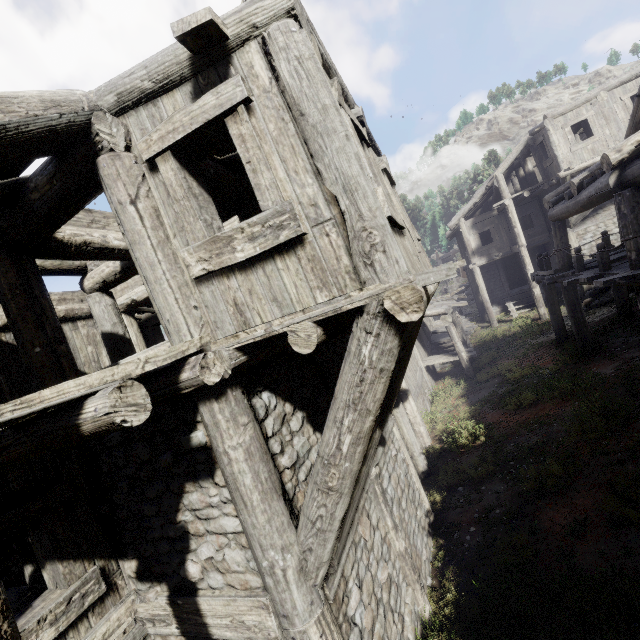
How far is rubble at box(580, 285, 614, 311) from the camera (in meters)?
15.91

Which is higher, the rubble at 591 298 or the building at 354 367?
the building at 354 367

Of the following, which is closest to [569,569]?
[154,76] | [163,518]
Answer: [163,518]

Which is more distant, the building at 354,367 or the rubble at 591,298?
the rubble at 591,298

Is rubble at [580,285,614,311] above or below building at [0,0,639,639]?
below

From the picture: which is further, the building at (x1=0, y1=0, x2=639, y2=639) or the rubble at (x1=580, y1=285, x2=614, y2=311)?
the rubble at (x1=580, y1=285, x2=614, y2=311)
